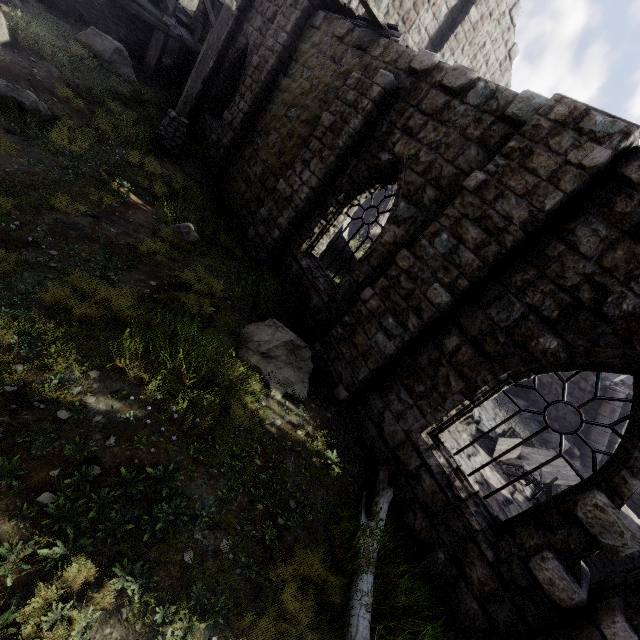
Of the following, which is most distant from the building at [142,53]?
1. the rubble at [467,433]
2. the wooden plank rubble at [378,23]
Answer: the rubble at [467,433]

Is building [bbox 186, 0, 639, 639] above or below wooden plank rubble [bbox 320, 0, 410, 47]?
below

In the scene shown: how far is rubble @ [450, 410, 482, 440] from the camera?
9.55m

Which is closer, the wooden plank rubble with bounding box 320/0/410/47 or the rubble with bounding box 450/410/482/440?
the wooden plank rubble with bounding box 320/0/410/47

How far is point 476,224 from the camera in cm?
514

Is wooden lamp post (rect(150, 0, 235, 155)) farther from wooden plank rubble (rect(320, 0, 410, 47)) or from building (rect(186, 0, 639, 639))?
wooden plank rubble (rect(320, 0, 410, 47))

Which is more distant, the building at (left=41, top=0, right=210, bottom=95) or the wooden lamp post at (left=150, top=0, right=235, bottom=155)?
the building at (left=41, top=0, right=210, bottom=95)

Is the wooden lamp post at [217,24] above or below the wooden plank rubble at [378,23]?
below
